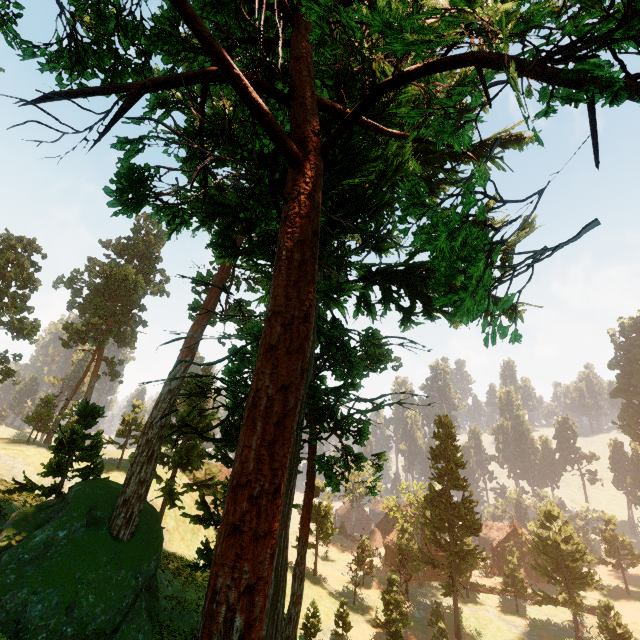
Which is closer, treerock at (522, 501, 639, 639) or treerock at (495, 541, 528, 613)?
treerock at (522, 501, 639, 639)

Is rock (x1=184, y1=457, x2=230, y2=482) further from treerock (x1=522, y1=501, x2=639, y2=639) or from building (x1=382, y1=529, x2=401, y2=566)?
building (x1=382, y1=529, x2=401, y2=566)

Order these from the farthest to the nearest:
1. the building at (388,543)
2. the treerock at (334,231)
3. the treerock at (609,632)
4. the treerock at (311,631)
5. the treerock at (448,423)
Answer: the building at (388,543) < the treerock at (448,423) < the treerock at (609,632) < the treerock at (311,631) < the treerock at (334,231)

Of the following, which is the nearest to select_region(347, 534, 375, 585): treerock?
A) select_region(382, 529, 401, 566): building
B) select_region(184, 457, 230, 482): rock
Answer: select_region(382, 529, 401, 566): building

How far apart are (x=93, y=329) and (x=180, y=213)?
52.6 meters

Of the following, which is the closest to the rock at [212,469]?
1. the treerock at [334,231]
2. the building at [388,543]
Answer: the treerock at [334,231]
